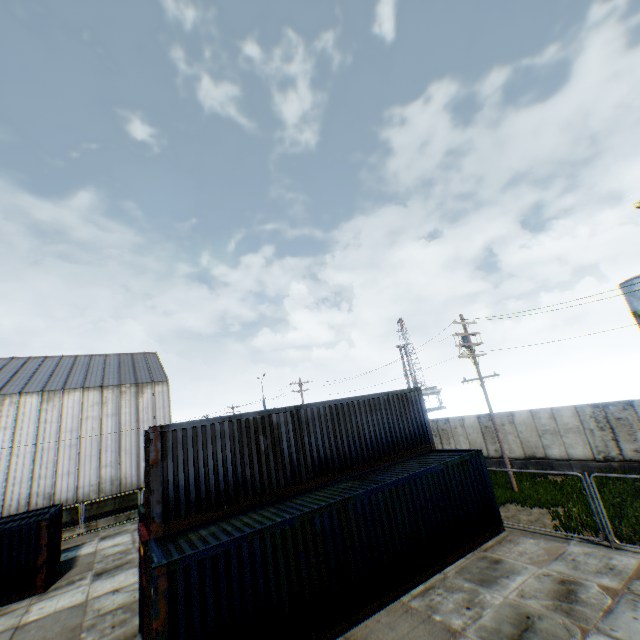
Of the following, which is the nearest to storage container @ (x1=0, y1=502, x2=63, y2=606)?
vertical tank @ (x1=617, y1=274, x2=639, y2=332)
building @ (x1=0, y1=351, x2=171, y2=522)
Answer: building @ (x1=0, y1=351, x2=171, y2=522)

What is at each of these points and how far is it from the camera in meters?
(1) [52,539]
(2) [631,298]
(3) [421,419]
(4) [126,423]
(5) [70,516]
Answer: (1) storage container, 16.1
(2) vertical tank, 29.1
(3) storage container, 15.7
(4) building, 29.7
(5) building, 24.9

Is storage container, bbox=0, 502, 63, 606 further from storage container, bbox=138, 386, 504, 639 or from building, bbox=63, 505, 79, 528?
storage container, bbox=138, 386, 504, 639

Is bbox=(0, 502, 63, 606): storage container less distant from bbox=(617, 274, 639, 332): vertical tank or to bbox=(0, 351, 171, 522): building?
bbox=(0, 351, 171, 522): building

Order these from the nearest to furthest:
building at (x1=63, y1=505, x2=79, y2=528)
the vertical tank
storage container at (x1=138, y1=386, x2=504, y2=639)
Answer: storage container at (x1=138, y1=386, x2=504, y2=639) < building at (x1=63, y1=505, x2=79, y2=528) < the vertical tank

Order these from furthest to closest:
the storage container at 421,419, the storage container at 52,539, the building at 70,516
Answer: the building at 70,516 < the storage container at 52,539 < the storage container at 421,419

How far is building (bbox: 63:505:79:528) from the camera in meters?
24.6

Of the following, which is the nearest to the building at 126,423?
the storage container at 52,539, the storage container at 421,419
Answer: the storage container at 52,539
